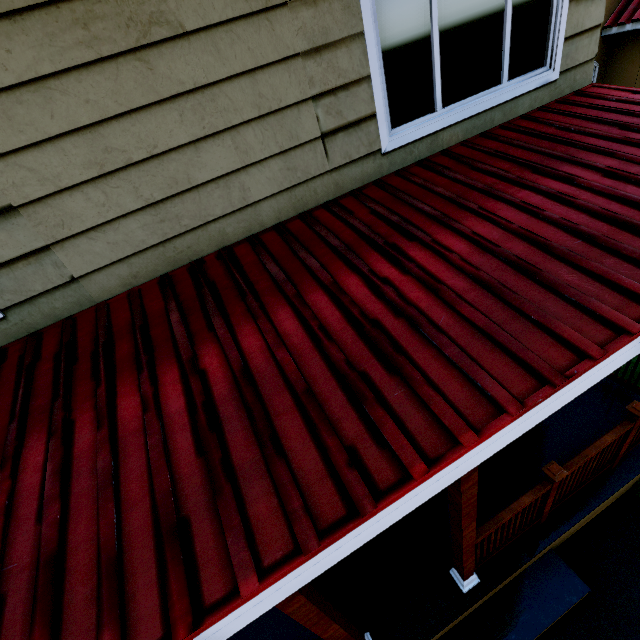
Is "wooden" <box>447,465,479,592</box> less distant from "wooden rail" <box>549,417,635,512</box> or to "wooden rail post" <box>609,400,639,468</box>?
"wooden rail" <box>549,417,635,512</box>

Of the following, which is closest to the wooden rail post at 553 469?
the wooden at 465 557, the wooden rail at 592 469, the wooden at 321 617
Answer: the wooden rail at 592 469

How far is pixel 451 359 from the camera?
1.50m

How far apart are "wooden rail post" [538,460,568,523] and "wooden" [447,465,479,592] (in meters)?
0.90

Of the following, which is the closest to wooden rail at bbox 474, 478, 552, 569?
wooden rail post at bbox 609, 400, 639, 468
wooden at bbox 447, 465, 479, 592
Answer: wooden at bbox 447, 465, 479, 592

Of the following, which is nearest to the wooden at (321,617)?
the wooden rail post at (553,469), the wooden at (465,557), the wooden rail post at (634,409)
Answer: the wooden at (465,557)

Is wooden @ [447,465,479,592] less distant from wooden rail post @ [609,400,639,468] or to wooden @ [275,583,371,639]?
wooden @ [275,583,371,639]

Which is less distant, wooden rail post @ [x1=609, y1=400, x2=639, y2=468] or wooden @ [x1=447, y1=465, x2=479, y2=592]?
wooden @ [x1=447, y1=465, x2=479, y2=592]
